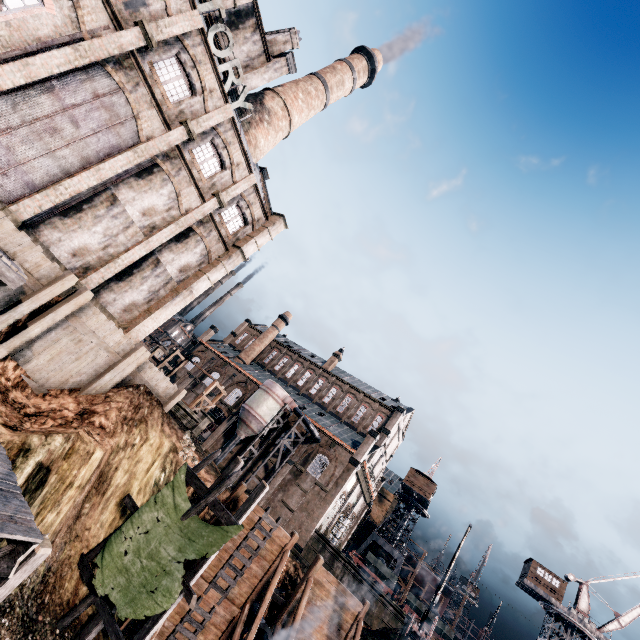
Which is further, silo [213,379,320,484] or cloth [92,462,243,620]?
silo [213,379,320,484]

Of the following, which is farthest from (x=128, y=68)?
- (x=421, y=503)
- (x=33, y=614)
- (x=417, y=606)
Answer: (x=421, y=503)

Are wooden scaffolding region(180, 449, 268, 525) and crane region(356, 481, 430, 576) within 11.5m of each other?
no

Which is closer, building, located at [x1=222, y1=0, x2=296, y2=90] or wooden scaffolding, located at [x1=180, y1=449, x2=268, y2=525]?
wooden scaffolding, located at [x1=180, y1=449, x2=268, y2=525]

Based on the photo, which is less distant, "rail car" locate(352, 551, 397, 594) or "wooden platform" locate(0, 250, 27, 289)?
"wooden platform" locate(0, 250, 27, 289)

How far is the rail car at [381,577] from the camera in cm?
4338

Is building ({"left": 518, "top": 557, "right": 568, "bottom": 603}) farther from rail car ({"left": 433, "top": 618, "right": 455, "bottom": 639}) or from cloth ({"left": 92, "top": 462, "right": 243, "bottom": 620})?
cloth ({"left": 92, "top": 462, "right": 243, "bottom": 620})

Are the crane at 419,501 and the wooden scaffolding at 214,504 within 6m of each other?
no
